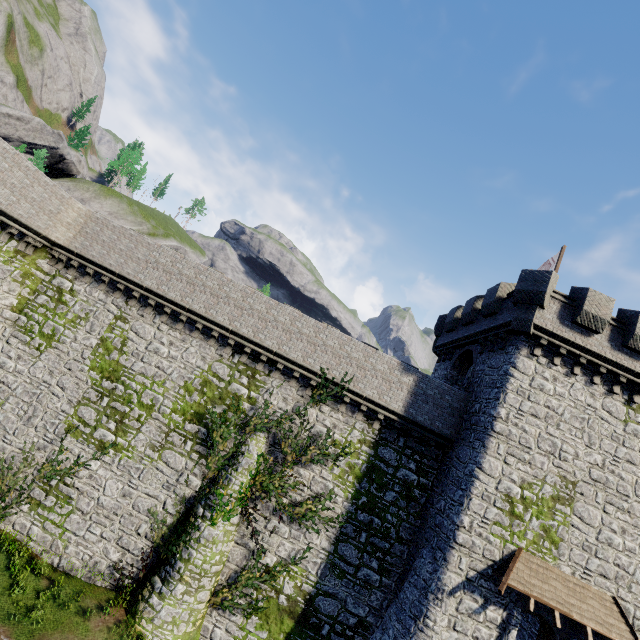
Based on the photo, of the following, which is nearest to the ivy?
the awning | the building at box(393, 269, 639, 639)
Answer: the building at box(393, 269, 639, 639)

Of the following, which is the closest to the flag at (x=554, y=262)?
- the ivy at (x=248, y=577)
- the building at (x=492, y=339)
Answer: the building at (x=492, y=339)

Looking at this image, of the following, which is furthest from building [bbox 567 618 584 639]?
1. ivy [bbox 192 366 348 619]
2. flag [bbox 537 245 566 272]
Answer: ivy [bbox 192 366 348 619]

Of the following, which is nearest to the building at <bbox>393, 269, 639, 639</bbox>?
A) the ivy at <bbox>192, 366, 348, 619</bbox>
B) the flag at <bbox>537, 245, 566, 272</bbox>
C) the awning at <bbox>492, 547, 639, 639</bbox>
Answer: the awning at <bbox>492, 547, 639, 639</bbox>

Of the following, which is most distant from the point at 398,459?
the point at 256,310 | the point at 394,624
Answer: the point at 256,310

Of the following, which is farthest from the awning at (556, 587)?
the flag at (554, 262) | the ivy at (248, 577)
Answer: the flag at (554, 262)

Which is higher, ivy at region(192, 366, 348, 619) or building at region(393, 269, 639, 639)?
building at region(393, 269, 639, 639)
